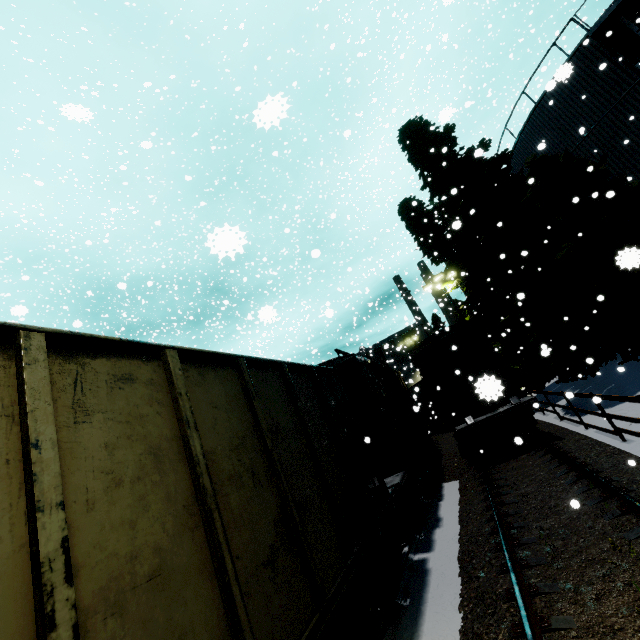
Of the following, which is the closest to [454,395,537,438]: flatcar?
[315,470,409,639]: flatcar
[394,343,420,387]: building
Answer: [315,470,409,639]: flatcar

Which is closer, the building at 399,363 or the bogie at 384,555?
the bogie at 384,555

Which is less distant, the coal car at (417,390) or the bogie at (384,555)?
the bogie at (384,555)

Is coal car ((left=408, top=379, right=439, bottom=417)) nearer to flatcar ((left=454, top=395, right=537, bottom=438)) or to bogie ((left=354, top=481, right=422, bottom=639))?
bogie ((left=354, top=481, right=422, bottom=639))

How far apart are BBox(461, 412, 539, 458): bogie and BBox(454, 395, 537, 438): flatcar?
0.0m

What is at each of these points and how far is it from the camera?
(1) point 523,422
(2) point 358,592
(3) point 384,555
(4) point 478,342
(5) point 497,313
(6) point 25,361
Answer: (1) bogie, 11.5m
(2) flatcar, 4.2m
(3) bogie, 5.4m
(4) cargo car, 13.1m
(5) tree, 19.5m
(6) coal car, 2.0m

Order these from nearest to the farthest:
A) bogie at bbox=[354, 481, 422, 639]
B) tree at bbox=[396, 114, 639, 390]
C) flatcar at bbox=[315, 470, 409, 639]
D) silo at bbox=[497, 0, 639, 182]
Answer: flatcar at bbox=[315, 470, 409, 639] < bogie at bbox=[354, 481, 422, 639] < tree at bbox=[396, 114, 639, 390] < silo at bbox=[497, 0, 639, 182]

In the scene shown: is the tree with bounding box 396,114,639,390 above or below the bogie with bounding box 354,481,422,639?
above
